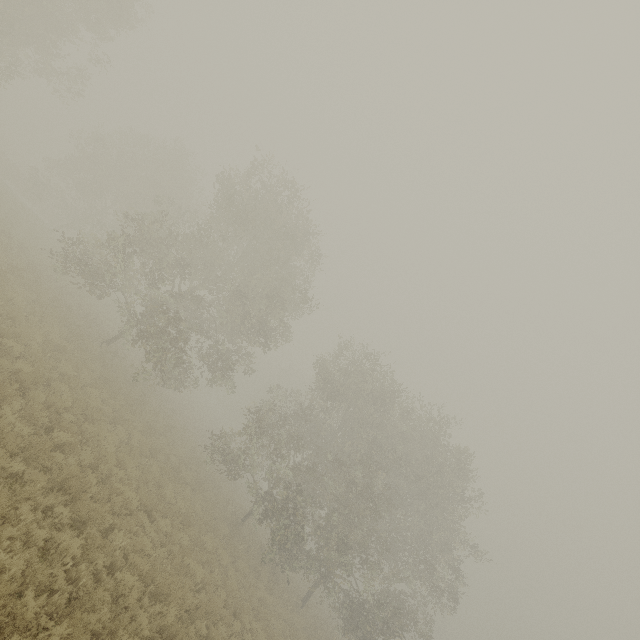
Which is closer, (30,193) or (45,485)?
(45,485)
